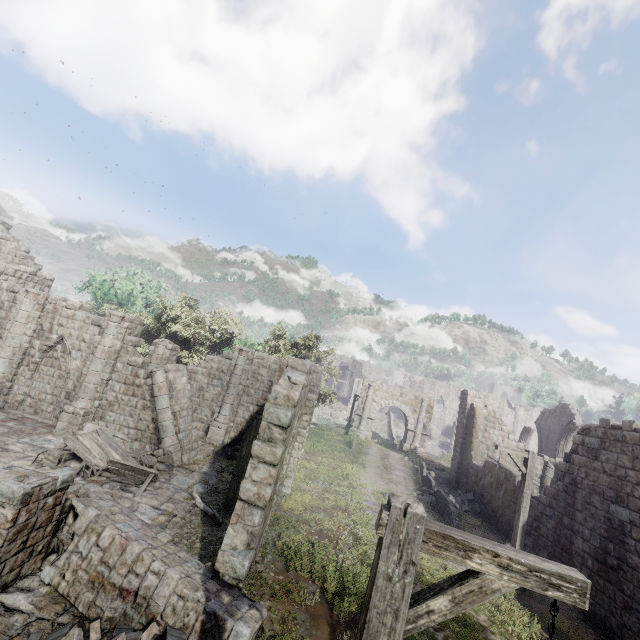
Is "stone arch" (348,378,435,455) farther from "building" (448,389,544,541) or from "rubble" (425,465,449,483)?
"rubble" (425,465,449,483)

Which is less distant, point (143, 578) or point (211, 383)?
point (143, 578)

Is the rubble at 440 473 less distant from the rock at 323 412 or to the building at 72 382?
the building at 72 382

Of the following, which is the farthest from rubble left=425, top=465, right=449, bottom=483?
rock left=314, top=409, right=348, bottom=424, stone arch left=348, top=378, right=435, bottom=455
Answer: rock left=314, top=409, right=348, bottom=424

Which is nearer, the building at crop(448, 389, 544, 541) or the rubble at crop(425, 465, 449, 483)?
the building at crop(448, 389, 544, 541)

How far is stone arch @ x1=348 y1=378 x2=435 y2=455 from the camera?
32.7m

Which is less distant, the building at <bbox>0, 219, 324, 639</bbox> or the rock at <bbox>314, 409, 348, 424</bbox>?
the building at <bbox>0, 219, 324, 639</bbox>

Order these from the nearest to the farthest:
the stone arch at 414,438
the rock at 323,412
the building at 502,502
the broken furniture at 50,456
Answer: the broken furniture at 50,456 < the building at 502,502 < the stone arch at 414,438 < the rock at 323,412
